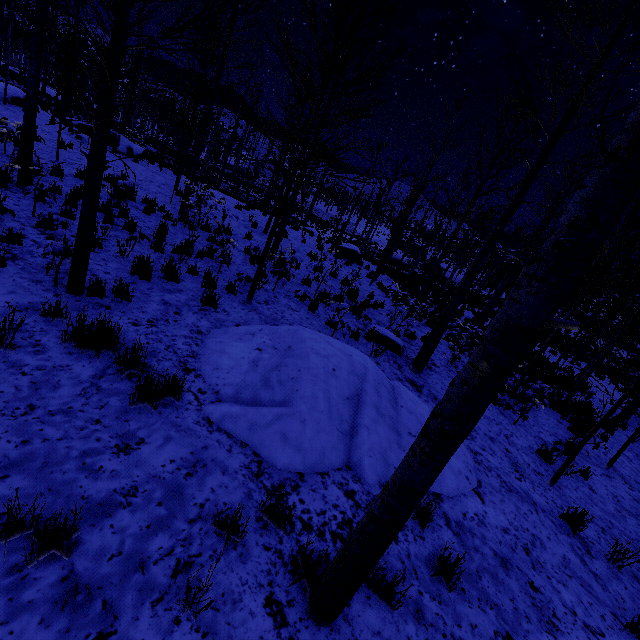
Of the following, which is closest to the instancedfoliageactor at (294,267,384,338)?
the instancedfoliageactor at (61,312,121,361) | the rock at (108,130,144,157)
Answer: the rock at (108,130,144,157)

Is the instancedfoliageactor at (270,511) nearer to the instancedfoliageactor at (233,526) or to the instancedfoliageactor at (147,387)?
the instancedfoliageactor at (233,526)

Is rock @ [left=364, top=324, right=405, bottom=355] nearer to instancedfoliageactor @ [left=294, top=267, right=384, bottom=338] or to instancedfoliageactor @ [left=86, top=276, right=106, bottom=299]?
instancedfoliageactor @ [left=294, top=267, right=384, bottom=338]

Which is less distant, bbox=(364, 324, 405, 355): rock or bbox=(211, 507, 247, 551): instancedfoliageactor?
bbox=(211, 507, 247, 551): instancedfoliageactor

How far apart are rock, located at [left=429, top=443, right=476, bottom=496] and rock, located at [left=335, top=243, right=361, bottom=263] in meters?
13.0 m

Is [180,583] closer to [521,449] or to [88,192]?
[88,192]

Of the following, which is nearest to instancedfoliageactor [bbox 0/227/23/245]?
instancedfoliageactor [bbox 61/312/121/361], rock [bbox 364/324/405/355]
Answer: rock [bbox 364/324/405/355]

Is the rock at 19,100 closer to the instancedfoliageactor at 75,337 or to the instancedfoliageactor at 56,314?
the instancedfoliageactor at 56,314
